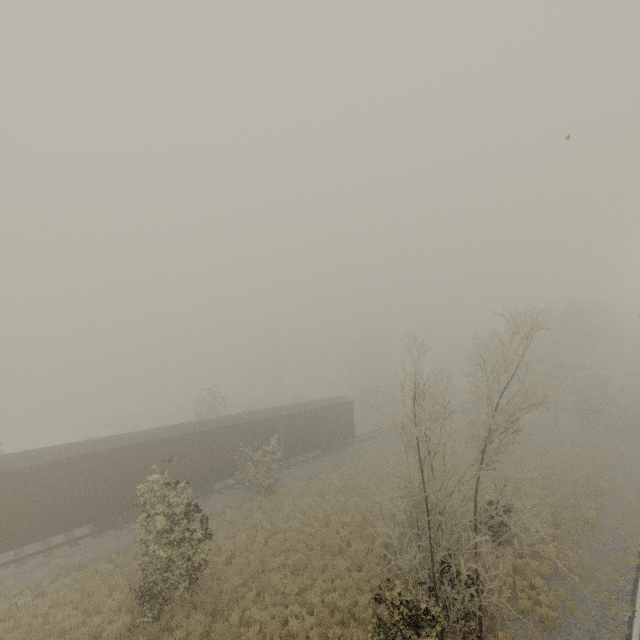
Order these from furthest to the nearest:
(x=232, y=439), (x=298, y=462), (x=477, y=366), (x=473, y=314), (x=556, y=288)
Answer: (x=477, y=366)
(x=298, y=462)
(x=232, y=439)
(x=473, y=314)
(x=556, y=288)

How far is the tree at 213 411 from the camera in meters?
35.0 m

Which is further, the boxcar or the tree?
the tree

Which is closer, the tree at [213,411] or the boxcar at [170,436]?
the boxcar at [170,436]

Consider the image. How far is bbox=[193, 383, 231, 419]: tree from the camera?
35.03m
